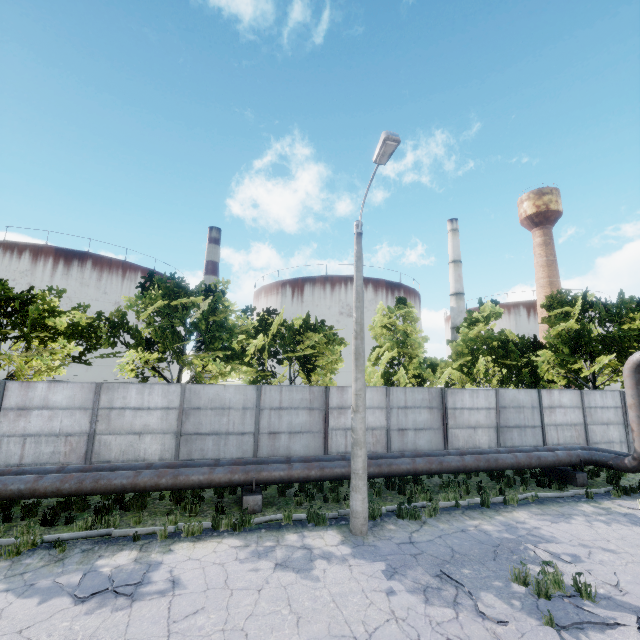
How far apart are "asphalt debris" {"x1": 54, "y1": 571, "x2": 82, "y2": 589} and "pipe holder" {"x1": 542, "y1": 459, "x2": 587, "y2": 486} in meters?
15.2 m

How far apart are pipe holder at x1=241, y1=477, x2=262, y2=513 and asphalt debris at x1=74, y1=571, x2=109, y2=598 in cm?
323

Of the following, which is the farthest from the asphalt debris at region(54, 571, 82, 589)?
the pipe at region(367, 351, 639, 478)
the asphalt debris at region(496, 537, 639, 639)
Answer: the asphalt debris at region(496, 537, 639, 639)

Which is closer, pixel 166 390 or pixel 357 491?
pixel 357 491

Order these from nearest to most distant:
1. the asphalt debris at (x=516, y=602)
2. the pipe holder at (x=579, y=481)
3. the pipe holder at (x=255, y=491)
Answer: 1. the asphalt debris at (x=516, y=602)
2. the pipe holder at (x=255, y=491)
3. the pipe holder at (x=579, y=481)

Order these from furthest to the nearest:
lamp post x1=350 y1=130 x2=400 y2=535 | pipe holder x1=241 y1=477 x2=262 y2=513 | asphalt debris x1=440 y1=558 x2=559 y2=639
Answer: pipe holder x1=241 y1=477 x2=262 y2=513
lamp post x1=350 y1=130 x2=400 y2=535
asphalt debris x1=440 y1=558 x2=559 y2=639

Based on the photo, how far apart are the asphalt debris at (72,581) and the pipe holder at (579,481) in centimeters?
1519cm
